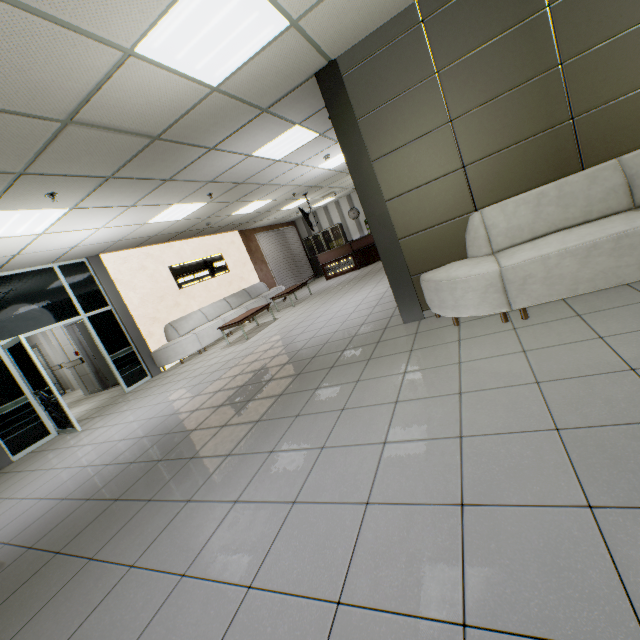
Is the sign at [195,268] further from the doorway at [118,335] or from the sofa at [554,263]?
the sofa at [554,263]

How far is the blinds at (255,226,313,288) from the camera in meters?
14.2

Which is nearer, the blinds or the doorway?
the doorway

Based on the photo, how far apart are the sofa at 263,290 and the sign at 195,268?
0.76m

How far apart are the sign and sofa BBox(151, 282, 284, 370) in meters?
0.8 m

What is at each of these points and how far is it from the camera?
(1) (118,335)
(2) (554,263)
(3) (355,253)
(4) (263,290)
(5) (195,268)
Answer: (1) doorway, 7.9 meters
(2) sofa, 2.9 meters
(3) desk, 13.2 meters
(4) sofa, 12.8 meters
(5) sign, 10.4 meters

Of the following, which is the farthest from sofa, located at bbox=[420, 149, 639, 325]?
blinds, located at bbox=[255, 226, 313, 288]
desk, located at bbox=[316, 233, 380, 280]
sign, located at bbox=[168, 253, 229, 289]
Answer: blinds, located at bbox=[255, 226, 313, 288]

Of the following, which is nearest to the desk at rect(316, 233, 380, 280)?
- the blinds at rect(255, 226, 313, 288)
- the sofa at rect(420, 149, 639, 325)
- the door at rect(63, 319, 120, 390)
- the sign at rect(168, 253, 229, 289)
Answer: the blinds at rect(255, 226, 313, 288)
